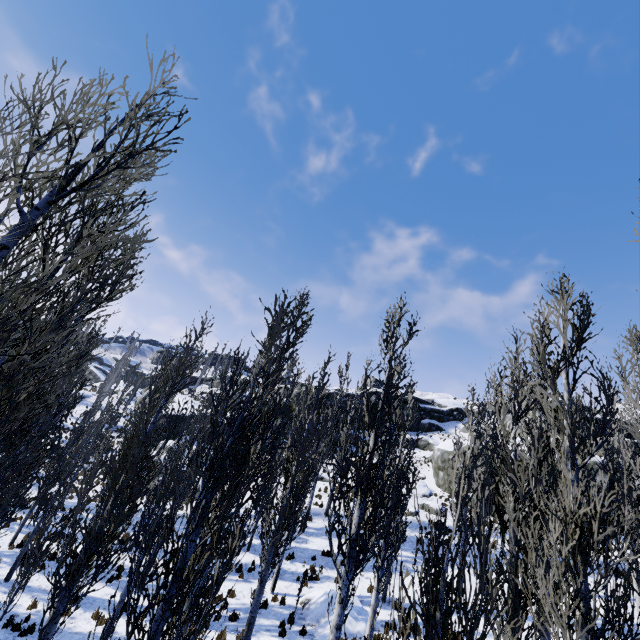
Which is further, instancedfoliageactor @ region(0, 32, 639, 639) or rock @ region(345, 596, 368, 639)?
rock @ region(345, 596, 368, 639)

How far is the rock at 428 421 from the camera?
41.76m

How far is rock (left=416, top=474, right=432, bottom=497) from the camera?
26.7m

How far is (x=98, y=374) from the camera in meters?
59.5 m

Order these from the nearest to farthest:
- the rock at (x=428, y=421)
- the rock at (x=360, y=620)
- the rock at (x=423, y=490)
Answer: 1. the rock at (x=360, y=620)
2. the rock at (x=423, y=490)
3. the rock at (x=428, y=421)

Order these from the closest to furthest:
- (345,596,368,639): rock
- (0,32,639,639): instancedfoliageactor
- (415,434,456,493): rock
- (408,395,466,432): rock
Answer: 1. (0,32,639,639): instancedfoliageactor
2. (345,596,368,639): rock
3. (415,434,456,493): rock
4. (408,395,466,432): rock
